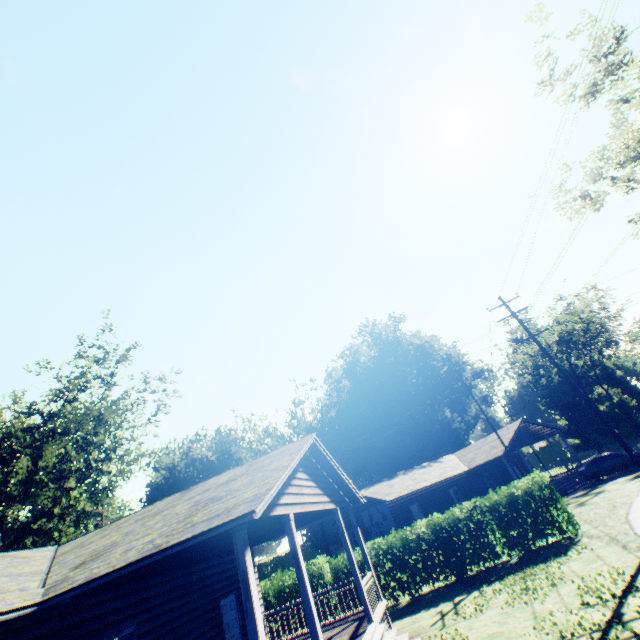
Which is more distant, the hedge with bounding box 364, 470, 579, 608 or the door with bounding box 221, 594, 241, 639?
the hedge with bounding box 364, 470, 579, 608

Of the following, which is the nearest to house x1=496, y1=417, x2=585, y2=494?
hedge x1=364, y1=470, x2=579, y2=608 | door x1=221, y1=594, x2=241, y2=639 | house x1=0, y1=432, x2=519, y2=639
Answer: hedge x1=364, y1=470, x2=579, y2=608

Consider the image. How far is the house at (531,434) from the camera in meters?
28.7 m

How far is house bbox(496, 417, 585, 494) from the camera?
28.7 meters

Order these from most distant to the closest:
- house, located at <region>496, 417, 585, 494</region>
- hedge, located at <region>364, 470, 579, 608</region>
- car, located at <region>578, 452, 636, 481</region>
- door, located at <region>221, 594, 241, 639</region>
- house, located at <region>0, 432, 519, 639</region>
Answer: house, located at <region>496, 417, 585, 494</region> → car, located at <region>578, 452, 636, 481</region> → hedge, located at <region>364, 470, 579, 608</region> → door, located at <region>221, 594, 241, 639</region> → house, located at <region>0, 432, 519, 639</region>

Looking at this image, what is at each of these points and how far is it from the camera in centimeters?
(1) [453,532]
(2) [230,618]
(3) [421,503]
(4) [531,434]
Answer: (1) hedge, 1591cm
(2) door, 1163cm
(3) house, 2827cm
(4) house, 3175cm

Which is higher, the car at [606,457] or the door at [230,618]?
the door at [230,618]

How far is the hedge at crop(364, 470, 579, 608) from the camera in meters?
15.1
